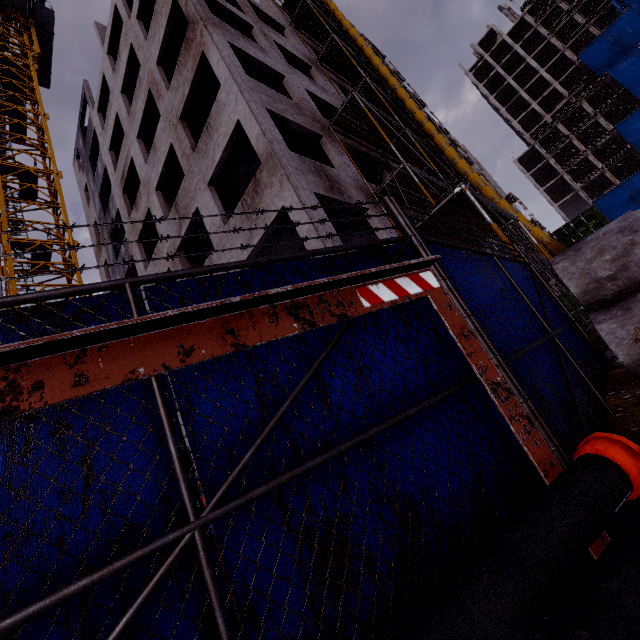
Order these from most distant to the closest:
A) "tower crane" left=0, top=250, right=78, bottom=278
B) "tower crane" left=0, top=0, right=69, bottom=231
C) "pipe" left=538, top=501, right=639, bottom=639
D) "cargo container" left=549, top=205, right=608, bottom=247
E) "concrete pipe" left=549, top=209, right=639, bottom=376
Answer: "tower crane" left=0, top=0, right=69, bottom=231 < "cargo container" left=549, top=205, right=608, bottom=247 < "tower crane" left=0, top=250, right=78, bottom=278 < "concrete pipe" left=549, top=209, right=639, bottom=376 < "pipe" left=538, top=501, right=639, bottom=639

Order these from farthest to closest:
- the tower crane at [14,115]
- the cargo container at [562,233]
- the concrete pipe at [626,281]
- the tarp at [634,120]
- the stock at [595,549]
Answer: the tarp at [634,120] → the tower crane at [14,115] → the cargo container at [562,233] → the concrete pipe at [626,281] → the stock at [595,549]

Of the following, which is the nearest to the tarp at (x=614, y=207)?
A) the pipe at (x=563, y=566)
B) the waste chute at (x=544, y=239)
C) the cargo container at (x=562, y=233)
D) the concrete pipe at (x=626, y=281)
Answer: the cargo container at (x=562, y=233)

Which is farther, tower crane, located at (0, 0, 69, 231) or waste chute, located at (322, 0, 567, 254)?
tower crane, located at (0, 0, 69, 231)

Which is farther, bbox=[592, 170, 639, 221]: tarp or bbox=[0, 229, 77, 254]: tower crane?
bbox=[592, 170, 639, 221]: tarp

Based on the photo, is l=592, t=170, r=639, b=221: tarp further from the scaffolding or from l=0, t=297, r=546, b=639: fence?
l=0, t=297, r=546, b=639: fence

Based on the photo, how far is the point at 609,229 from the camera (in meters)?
4.73

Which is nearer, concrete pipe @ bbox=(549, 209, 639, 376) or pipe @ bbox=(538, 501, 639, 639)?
pipe @ bbox=(538, 501, 639, 639)
